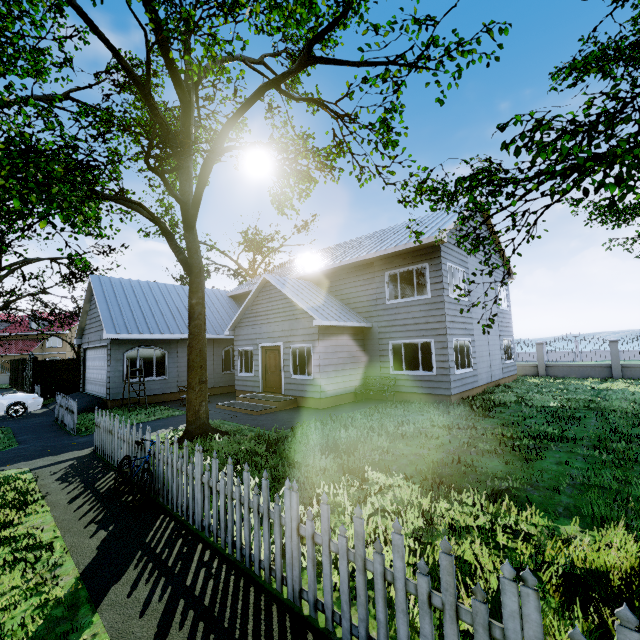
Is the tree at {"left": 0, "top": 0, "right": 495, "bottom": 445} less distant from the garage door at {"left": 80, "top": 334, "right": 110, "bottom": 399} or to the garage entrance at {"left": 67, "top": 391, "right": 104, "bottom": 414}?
the garage door at {"left": 80, "top": 334, "right": 110, "bottom": 399}

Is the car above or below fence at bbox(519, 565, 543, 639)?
below

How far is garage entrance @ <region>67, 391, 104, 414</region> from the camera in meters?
13.7

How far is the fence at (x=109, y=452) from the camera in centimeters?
654cm

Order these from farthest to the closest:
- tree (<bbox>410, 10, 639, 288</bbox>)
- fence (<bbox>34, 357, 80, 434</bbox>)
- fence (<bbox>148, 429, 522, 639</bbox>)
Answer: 1. fence (<bbox>34, 357, 80, 434</bbox>)
2. tree (<bbox>410, 10, 639, 288</bbox>)
3. fence (<bbox>148, 429, 522, 639</bbox>)

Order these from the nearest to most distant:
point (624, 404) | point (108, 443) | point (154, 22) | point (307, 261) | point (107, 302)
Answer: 1. point (154, 22)
2. point (108, 443)
3. point (624, 404)
4. point (107, 302)
5. point (307, 261)

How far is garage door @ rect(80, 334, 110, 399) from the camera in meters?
14.6 m

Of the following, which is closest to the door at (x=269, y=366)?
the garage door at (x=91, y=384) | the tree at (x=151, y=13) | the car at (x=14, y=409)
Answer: the tree at (x=151, y=13)
